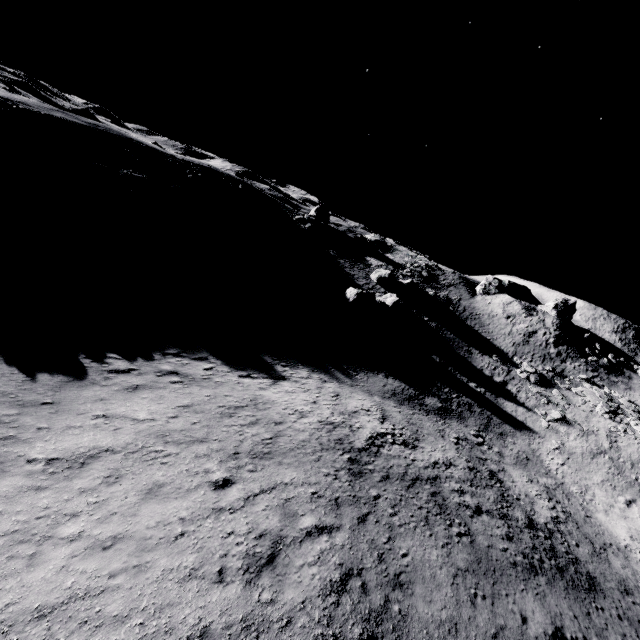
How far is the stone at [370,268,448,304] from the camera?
40.44m

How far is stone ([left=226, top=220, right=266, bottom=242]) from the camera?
34.22m

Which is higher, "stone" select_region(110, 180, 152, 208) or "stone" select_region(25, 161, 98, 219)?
"stone" select_region(110, 180, 152, 208)

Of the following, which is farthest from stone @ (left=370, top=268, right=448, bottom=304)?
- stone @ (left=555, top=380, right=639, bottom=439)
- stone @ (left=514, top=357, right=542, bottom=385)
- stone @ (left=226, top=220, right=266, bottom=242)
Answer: stone @ (left=555, top=380, right=639, bottom=439)

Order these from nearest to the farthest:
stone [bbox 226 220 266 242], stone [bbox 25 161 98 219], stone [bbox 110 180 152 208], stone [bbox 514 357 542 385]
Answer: stone [bbox 25 161 98 219], stone [bbox 110 180 152 208], stone [bbox 514 357 542 385], stone [bbox 226 220 266 242]

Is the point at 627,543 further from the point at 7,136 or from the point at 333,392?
the point at 7,136

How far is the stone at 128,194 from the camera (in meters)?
27.56

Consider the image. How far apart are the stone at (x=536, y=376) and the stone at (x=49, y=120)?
51.64m
